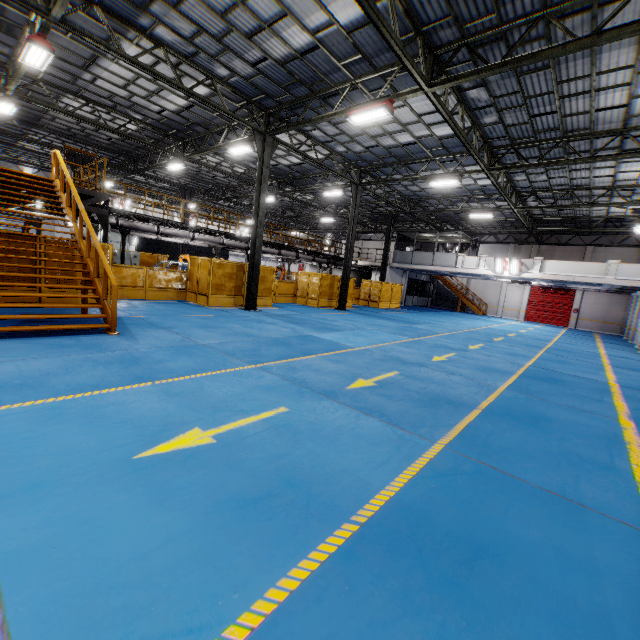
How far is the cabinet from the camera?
24.9 meters

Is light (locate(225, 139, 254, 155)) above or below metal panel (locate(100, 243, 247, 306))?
above

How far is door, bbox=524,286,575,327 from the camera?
31.88m

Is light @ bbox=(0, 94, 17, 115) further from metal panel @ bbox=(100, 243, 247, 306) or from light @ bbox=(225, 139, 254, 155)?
light @ bbox=(225, 139, 254, 155)

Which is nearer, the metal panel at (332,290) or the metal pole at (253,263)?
the metal pole at (253,263)

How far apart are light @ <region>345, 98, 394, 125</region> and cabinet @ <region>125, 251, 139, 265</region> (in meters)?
20.84

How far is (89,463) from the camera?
3.0 meters

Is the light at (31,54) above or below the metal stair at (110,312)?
above
